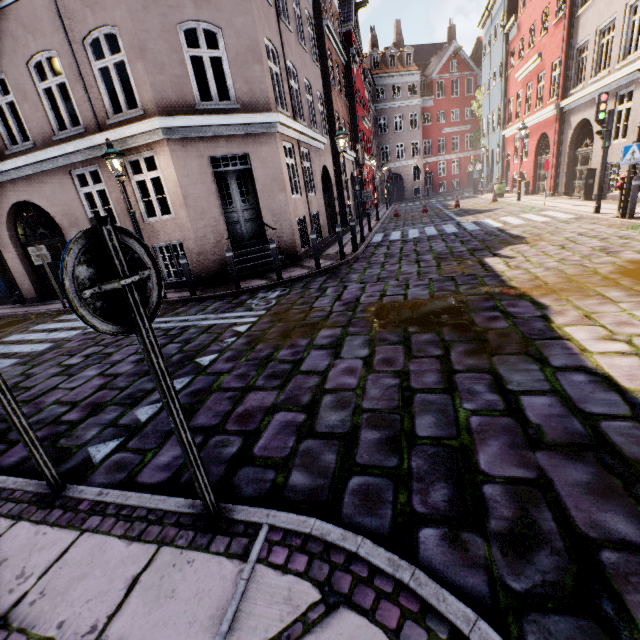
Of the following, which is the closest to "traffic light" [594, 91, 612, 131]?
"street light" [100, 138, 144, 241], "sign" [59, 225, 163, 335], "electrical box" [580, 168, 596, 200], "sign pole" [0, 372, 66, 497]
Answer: "street light" [100, 138, 144, 241]

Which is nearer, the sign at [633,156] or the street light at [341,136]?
the sign at [633,156]

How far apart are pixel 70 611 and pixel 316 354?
3.2 meters

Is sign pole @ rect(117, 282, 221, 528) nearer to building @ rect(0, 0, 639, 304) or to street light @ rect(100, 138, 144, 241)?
street light @ rect(100, 138, 144, 241)

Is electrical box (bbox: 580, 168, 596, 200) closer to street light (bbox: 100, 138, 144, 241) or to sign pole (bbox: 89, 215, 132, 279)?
street light (bbox: 100, 138, 144, 241)

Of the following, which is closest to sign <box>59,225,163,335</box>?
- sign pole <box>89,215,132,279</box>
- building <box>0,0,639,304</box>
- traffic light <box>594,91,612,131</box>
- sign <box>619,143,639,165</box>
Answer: sign pole <box>89,215,132,279</box>

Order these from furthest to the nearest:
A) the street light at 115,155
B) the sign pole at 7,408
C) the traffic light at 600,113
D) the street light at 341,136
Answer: the street light at 341,136
the traffic light at 600,113
the street light at 115,155
the sign pole at 7,408

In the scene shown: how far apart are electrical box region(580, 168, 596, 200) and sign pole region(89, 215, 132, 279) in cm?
1811
